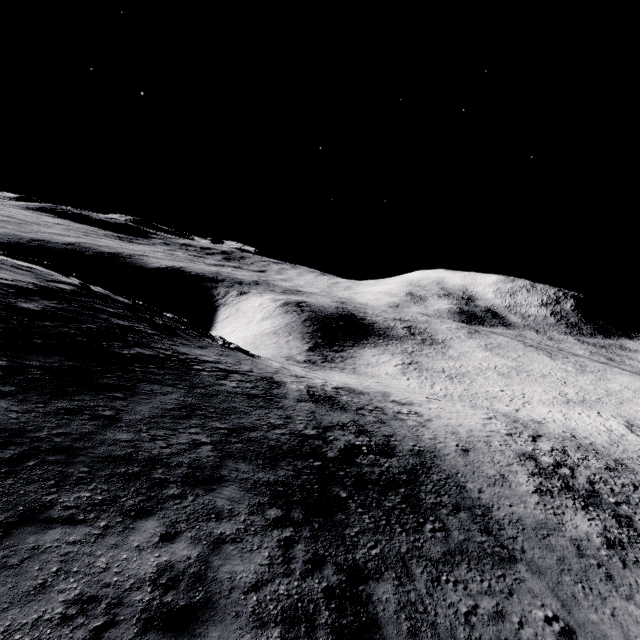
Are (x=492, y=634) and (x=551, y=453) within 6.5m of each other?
no
